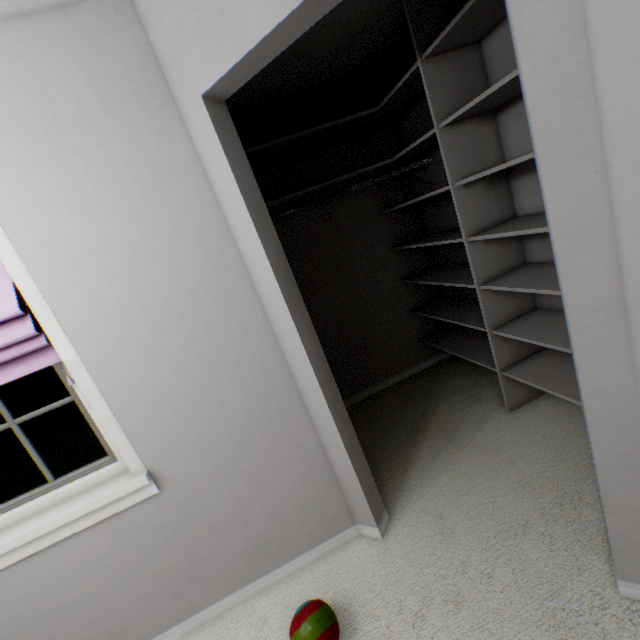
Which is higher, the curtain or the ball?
the curtain

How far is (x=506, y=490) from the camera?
1.63m

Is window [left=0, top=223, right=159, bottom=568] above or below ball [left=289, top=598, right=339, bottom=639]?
above

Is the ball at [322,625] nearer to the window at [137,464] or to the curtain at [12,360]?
the window at [137,464]

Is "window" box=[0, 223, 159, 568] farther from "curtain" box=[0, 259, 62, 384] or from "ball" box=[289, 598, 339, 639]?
"ball" box=[289, 598, 339, 639]

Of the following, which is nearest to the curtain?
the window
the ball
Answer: the window

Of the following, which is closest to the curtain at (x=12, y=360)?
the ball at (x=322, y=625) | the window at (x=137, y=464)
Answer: the window at (x=137, y=464)
